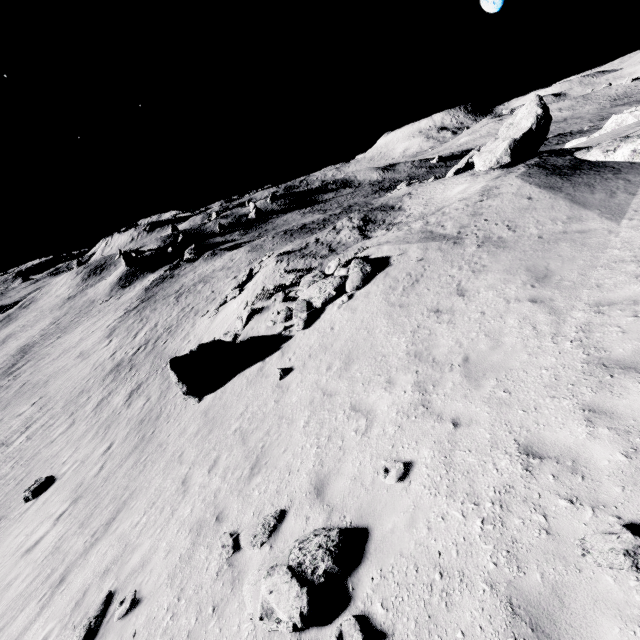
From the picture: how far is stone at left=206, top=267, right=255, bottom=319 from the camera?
24.0m

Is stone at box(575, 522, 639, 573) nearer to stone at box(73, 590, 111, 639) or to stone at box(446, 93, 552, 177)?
stone at box(73, 590, 111, 639)

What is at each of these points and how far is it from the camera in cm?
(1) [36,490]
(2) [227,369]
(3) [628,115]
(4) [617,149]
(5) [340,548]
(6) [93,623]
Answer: (1) stone, 1596
(2) stone, 1496
(3) stone, 3378
(4) stone, 1362
(5) stone, 513
(6) stone, 692

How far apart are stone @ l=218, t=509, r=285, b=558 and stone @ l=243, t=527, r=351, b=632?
0.5 meters

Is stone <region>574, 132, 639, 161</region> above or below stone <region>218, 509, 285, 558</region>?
above

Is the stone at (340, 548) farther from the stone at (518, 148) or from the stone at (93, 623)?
the stone at (518, 148)

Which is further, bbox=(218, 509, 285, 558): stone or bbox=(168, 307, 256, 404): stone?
bbox=(168, 307, 256, 404): stone

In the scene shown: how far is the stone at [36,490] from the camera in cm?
1585
